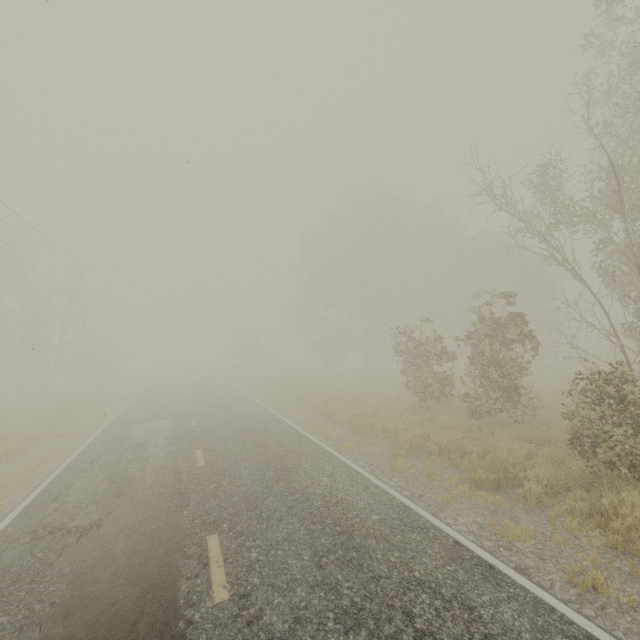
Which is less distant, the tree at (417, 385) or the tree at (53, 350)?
the tree at (417, 385)

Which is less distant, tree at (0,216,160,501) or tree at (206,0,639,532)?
tree at (206,0,639,532)

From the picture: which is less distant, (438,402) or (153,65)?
(153,65)
